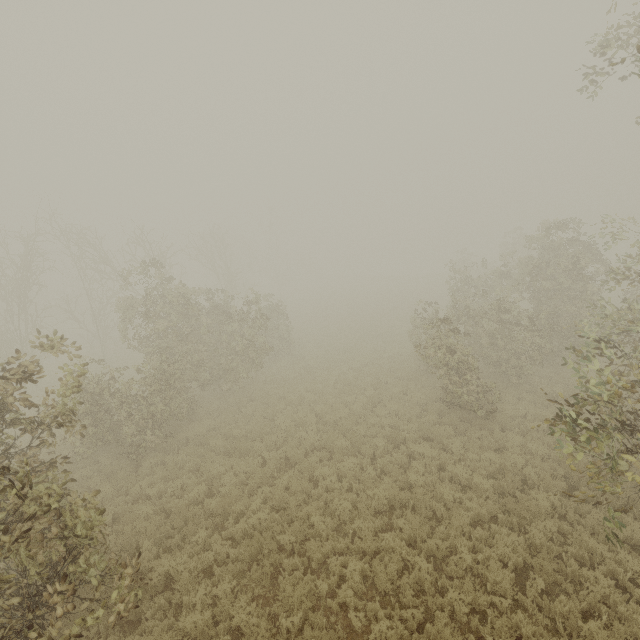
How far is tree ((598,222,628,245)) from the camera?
9.7m

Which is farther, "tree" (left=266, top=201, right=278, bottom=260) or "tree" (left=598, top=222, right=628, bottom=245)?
"tree" (left=266, top=201, right=278, bottom=260)

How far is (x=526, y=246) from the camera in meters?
17.5 m

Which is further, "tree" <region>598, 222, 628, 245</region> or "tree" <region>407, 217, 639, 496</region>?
"tree" <region>598, 222, 628, 245</region>

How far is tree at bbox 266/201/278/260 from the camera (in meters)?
49.94

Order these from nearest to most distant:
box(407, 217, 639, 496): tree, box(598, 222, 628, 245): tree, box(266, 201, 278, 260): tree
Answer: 1. box(407, 217, 639, 496): tree
2. box(598, 222, 628, 245): tree
3. box(266, 201, 278, 260): tree

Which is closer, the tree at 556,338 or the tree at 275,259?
the tree at 556,338

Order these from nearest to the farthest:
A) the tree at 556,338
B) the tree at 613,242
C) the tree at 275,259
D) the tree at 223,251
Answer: the tree at 223,251
the tree at 556,338
the tree at 613,242
the tree at 275,259
